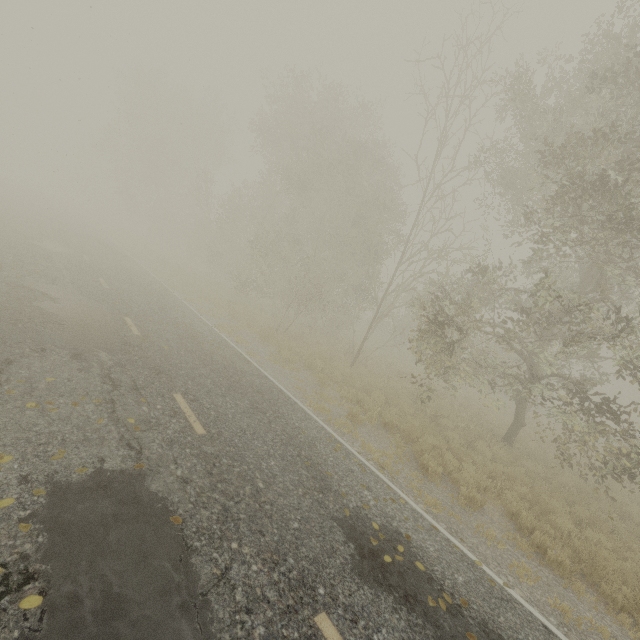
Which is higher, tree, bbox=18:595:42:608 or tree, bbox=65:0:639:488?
tree, bbox=65:0:639:488

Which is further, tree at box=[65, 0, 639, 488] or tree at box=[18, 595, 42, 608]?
tree at box=[65, 0, 639, 488]

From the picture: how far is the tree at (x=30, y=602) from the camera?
2.79m

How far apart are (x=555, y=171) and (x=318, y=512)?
10.8m

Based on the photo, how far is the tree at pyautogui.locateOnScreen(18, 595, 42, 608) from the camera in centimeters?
279cm

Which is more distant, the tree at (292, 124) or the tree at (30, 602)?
the tree at (292, 124)
